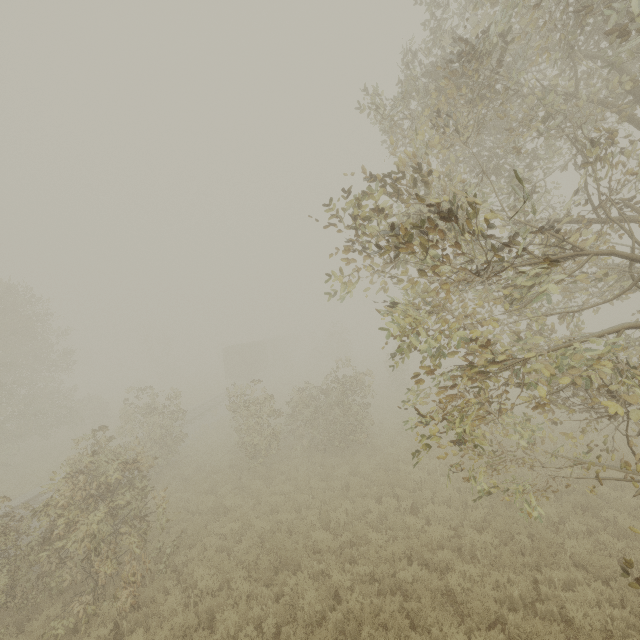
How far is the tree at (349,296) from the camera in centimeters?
473cm

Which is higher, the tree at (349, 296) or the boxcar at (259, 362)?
the tree at (349, 296)

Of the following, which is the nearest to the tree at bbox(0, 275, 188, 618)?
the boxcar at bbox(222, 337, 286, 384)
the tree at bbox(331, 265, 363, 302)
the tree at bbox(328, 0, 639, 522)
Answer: the boxcar at bbox(222, 337, 286, 384)

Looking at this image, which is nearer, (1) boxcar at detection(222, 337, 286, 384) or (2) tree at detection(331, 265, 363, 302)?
(2) tree at detection(331, 265, 363, 302)

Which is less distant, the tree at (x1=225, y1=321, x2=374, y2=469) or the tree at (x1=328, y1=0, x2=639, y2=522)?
the tree at (x1=328, y1=0, x2=639, y2=522)

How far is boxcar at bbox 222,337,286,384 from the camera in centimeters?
3756cm

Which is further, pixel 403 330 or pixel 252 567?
pixel 252 567
